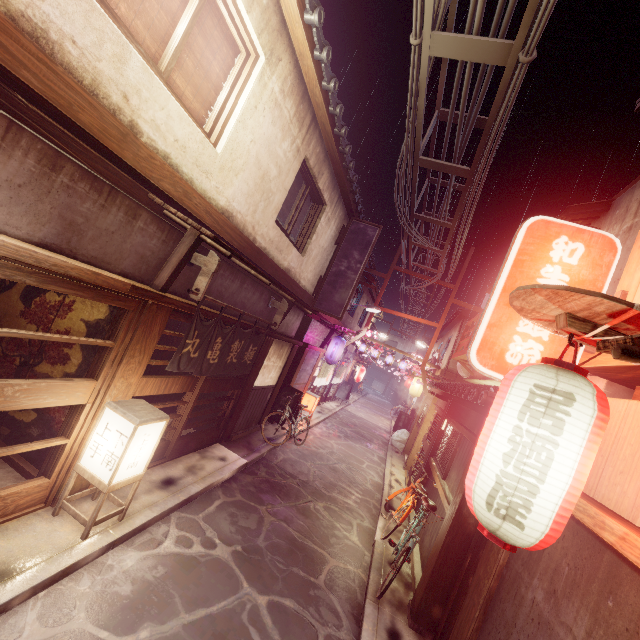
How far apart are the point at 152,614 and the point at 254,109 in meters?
11.9 m

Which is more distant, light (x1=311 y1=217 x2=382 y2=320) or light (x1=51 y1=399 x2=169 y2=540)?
light (x1=311 y1=217 x2=382 y2=320)

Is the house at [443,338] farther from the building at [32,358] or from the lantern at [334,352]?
the building at [32,358]

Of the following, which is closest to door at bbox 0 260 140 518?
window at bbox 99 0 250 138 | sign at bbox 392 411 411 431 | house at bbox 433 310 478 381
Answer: window at bbox 99 0 250 138

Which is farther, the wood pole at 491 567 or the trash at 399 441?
the trash at 399 441

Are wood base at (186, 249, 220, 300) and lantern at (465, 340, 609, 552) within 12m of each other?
yes

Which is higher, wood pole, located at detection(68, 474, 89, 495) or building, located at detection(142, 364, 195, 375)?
wood pole, located at detection(68, 474, 89, 495)

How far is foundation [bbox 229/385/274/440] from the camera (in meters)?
15.36
